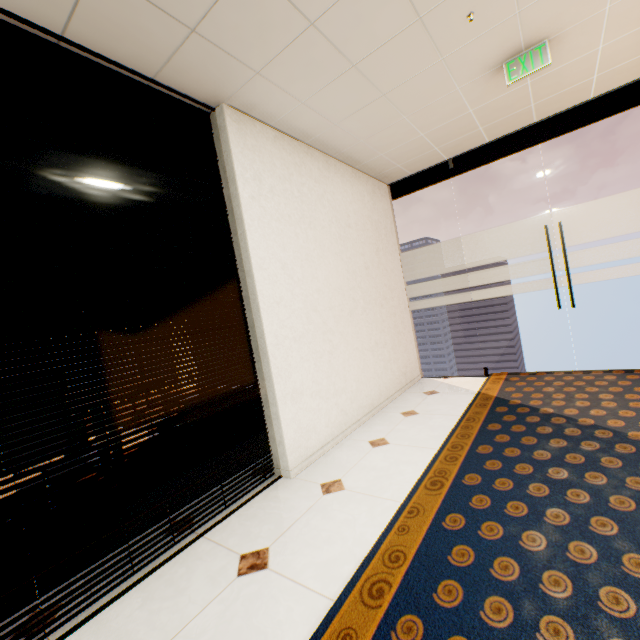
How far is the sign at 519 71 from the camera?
2.46m

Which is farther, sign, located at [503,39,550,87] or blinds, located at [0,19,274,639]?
sign, located at [503,39,550,87]

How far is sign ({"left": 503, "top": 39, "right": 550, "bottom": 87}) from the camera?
2.5m

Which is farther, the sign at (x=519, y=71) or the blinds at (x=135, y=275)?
the sign at (x=519, y=71)

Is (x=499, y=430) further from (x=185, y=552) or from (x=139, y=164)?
(x=139, y=164)
